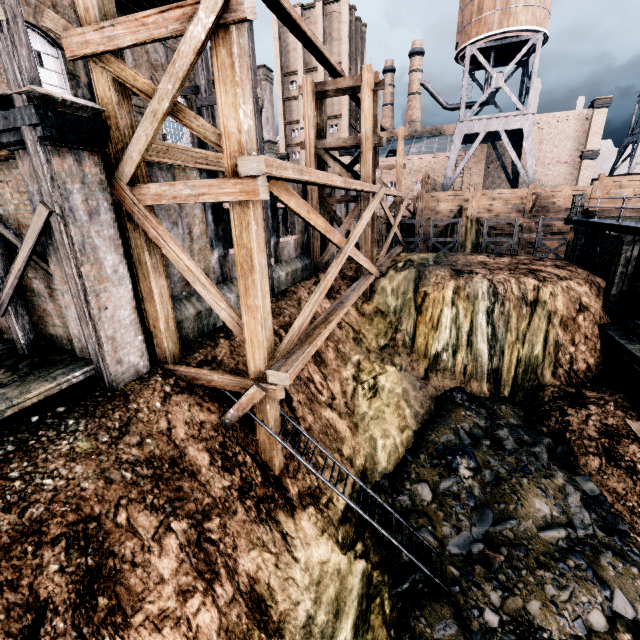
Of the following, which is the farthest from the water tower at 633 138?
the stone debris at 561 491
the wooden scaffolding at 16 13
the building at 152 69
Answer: the stone debris at 561 491

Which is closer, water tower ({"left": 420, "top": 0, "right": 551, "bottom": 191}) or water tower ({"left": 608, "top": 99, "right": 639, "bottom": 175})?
water tower ({"left": 420, "top": 0, "right": 551, "bottom": 191})

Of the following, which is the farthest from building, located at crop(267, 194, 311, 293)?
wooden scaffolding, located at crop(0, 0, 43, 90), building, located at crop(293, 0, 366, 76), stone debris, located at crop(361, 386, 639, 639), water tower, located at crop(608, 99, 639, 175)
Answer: water tower, located at crop(608, 99, 639, 175)

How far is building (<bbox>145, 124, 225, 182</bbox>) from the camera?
9.1 meters

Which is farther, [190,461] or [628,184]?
[628,184]

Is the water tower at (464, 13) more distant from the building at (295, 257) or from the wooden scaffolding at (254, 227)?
the wooden scaffolding at (254, 227)

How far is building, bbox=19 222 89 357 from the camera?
7.3m

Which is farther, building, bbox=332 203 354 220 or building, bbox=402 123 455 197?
building, bbox=402 123 455 197
